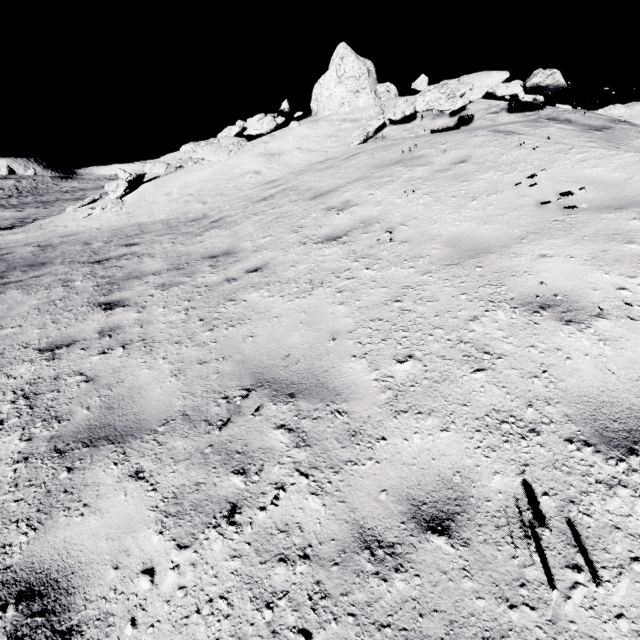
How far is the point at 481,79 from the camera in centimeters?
1066cm

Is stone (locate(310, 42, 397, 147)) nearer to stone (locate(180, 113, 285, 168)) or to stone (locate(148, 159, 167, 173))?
stone (locate(180, 113, 285, 168))

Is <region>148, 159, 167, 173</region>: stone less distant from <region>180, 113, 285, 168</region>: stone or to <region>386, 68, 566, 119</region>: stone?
<region>180, 113, 285, 168</region>: stone

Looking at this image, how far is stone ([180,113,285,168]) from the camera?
13.4m

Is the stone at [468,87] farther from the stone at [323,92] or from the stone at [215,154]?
the stone at [215,154]

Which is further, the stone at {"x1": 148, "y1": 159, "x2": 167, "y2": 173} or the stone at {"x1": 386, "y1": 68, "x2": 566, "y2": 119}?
the stone at {"x1": 148, "y1": 159, "x2": 167, "y2": 173}

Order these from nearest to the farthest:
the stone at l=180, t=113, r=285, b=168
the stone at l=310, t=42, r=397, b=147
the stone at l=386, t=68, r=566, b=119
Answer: the stone at l=386, t=68, r=566, b=119 → the stone at l=310, t=42, r=397, b=147 → the stone at l=180, t=113, r=285, b=168

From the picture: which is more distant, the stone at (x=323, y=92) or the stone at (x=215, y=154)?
the stone at (x=215, y=154)
